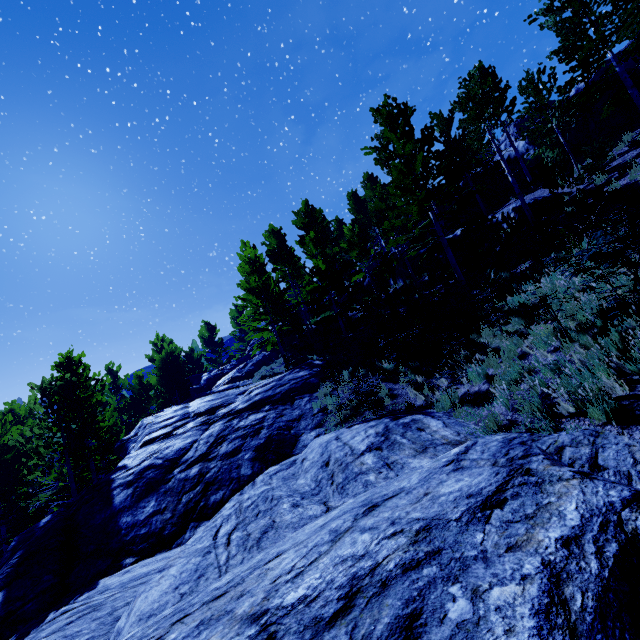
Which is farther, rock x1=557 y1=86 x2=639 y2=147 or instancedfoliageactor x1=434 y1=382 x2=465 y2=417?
rock x1=557 y1=86 x2=639 y2=147

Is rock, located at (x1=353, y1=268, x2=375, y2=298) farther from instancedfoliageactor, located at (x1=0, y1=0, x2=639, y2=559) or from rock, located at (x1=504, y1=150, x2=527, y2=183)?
rock, located at (x1=504, y1=150, x2=527, y2=183)

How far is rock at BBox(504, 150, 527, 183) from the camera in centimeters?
2284cm

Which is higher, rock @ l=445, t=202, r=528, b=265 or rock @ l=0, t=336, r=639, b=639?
rock @ l=445, t=202, r=528, b=265

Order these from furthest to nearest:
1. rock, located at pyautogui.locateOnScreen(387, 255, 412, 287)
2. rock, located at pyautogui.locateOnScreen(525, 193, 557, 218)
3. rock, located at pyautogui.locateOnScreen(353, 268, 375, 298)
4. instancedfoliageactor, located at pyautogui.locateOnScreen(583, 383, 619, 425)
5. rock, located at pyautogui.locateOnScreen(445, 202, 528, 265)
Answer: rock, located at pyautogui.locateOnScreen(353, 268, 375, 298), rock, located at pyautogui.locateOnScreen(387, 255, 412, 287), rock, located at pyautogui.locateOnScreen(445, 202, 528, 265), rock, located at pyautogui.locateOnScreen(525, 193, 557, 218), instancedfoliageactor, located at pyautogui.locateOnScreen(583, 383, 619, 425)

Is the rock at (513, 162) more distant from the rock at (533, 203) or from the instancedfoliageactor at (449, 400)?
the rock at (533, 203)

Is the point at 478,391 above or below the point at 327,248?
below
